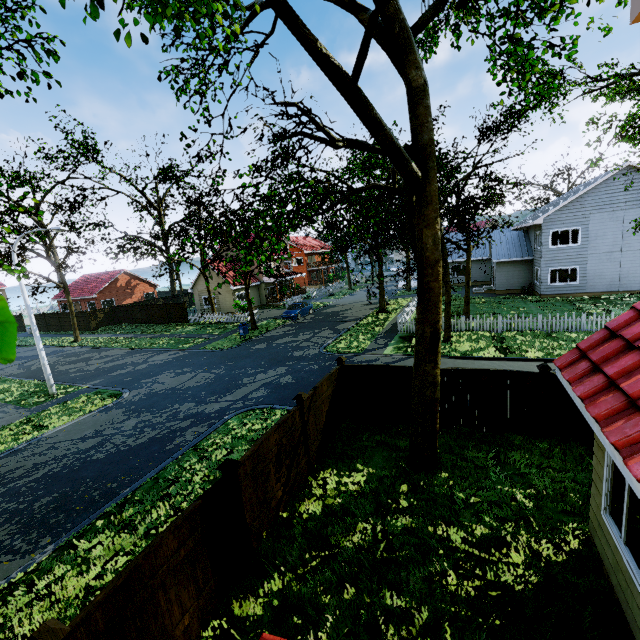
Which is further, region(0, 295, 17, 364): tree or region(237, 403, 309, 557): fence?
region(237, 403, 309, 557): fence

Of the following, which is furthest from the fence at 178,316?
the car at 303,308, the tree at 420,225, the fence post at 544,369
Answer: the car at 303,308

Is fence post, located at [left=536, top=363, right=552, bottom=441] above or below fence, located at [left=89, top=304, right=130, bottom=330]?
above

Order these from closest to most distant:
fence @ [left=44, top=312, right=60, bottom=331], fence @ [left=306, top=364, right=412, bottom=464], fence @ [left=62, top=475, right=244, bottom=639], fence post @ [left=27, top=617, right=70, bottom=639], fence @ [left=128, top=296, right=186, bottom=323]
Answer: fence post @ [left=27, top=617, right=70, bottom=639], fence @ [left=62, top=475, right=244, bottom=639], fence @ [left=306, top=364, right=412, bottom=464], fence @ [left=128, top=296, right=186, bottom=323], fence @ [left=44, top=312, right=60, bottom=331]

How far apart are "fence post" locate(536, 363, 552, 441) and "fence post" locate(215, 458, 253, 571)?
7.60m

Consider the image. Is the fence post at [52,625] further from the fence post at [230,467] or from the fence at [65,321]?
the fence post at [230,467]

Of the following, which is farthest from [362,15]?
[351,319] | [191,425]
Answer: [351,319]

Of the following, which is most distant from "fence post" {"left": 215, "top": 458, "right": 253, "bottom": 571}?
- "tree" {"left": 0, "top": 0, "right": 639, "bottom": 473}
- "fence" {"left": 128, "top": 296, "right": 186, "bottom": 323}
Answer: "tree" {"left": 0, "top": 0, "right": 639, "bottom": 473}
